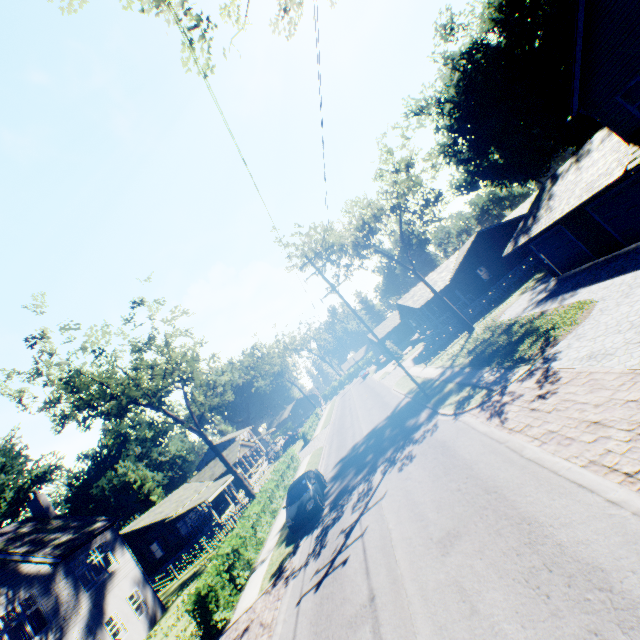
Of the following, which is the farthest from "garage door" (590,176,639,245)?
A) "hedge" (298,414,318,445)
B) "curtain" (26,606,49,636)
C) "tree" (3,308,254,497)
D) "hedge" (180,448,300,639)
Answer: "hedge" (298,414,318,445)

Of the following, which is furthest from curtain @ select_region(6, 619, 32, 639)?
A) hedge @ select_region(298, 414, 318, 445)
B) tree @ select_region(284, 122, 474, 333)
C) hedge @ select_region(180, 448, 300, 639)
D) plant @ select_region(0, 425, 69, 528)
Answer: tree @ select_region(284, 122, 474, 333)

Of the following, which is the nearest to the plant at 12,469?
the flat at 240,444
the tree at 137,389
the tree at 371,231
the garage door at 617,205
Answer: the tree at 137,389

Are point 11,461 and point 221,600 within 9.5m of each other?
no

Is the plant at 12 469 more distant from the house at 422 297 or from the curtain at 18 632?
the house at 422 297

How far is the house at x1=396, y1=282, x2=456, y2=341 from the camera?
35.1 meters

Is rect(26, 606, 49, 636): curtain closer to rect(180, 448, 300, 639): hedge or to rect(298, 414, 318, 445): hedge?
rect(180, 448, 300, 639): hedge

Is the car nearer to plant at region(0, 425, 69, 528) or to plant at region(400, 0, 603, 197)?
plant at region(0, 425, 69, 528)
